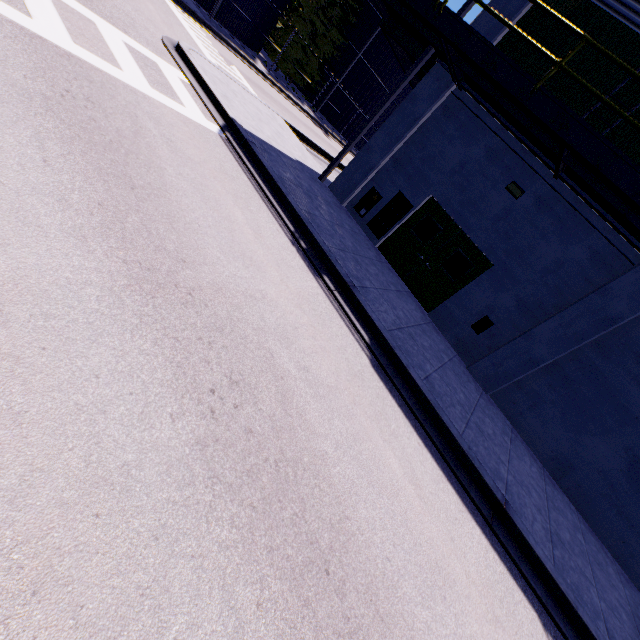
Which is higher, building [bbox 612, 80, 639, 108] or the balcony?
building [bbox 612, 80, 639, 108]

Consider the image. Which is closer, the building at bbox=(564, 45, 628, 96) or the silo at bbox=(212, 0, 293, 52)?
the building at bbox=(564, 45, 628, 96)

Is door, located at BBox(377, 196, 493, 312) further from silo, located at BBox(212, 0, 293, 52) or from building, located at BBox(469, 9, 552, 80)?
silo, located at BBox(212, 0, 293, 52)

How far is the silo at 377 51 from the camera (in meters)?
30.95

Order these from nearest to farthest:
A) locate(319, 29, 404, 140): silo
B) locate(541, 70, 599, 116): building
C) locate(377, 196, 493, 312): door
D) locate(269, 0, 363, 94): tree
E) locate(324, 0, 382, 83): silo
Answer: locate(541, 70, 599, 116): building < locate(377, 196, 493, 312): door < locate(269, 0, 363, 94): tree < locate(324, 0, 382, 83): silo < locate(319, 29, 404, 140): silo

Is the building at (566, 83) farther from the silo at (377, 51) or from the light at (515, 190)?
the silo at (377, 51)

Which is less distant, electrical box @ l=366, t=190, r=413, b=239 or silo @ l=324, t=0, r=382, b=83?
electrical box @ l=366, t=190, r=413, b=239

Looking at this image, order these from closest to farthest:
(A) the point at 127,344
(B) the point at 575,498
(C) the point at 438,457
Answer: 1. (A) the point at 127,344
2. (C) the point at 438,457
3. (B) the point at 575,498
